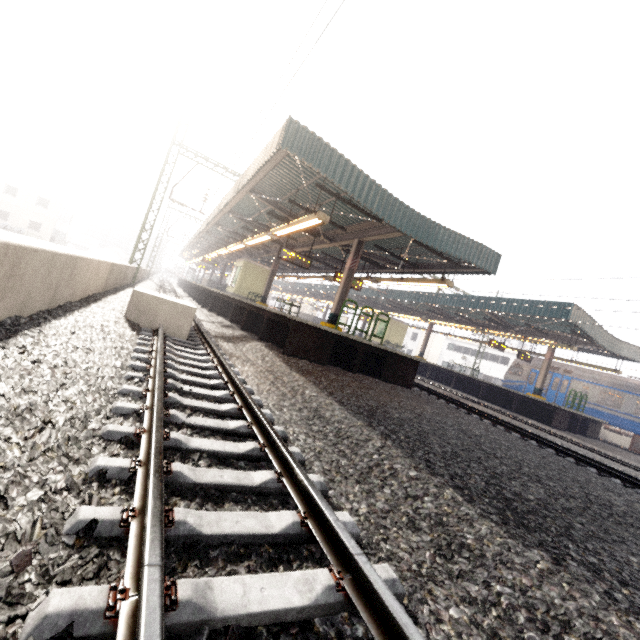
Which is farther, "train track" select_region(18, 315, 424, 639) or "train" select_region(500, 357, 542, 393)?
"train" select_region(500, 357, 542, 393)

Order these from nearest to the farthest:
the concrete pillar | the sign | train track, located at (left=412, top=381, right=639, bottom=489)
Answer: the concrete pillar, train track, located at (left=412, top=381, right=639, bottom=489), the sign

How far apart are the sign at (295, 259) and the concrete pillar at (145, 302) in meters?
5.5 m

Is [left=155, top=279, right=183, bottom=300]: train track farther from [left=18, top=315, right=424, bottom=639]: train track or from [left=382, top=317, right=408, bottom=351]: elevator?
[left=382, top=317, right=408, bottom=351]: elevator

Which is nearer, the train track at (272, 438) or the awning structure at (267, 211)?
the train track at (272, 438)

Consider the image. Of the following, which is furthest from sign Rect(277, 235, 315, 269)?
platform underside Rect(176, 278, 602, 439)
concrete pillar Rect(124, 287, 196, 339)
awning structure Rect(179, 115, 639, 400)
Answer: concrete pillar Rect(124, 287, 196, 339)

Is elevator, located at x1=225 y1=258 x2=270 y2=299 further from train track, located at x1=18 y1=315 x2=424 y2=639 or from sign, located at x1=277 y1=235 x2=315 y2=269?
sign, located at x1=277 y1=235 x2=315 y2=269

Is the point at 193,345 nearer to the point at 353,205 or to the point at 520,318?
the point at 353,205
